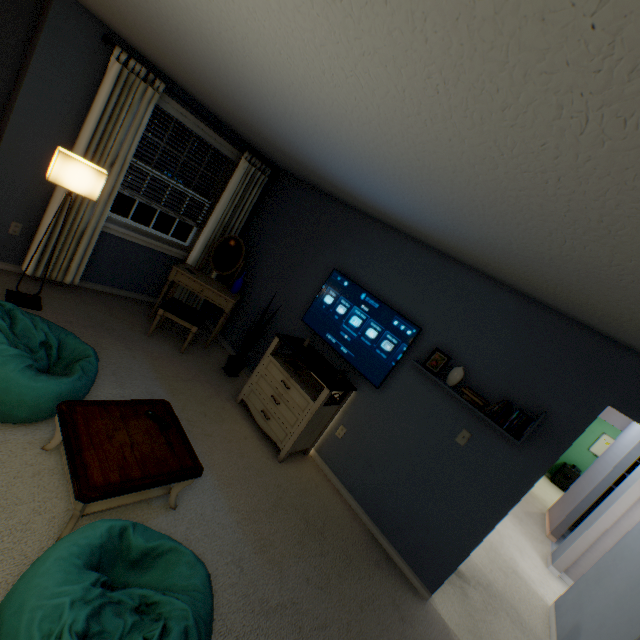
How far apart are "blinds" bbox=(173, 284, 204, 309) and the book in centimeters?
349cm

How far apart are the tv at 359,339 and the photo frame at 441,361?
0.26m

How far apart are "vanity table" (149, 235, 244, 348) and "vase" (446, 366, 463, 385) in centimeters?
262cm

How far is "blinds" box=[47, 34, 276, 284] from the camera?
3.0 meters

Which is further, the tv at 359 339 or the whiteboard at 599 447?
the whiteboard at 599 447

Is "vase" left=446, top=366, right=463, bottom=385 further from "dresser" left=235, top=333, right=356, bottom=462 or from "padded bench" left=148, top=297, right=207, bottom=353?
"padded bench" left=148, top=297, right=207, bottom=353

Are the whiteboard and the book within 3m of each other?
no

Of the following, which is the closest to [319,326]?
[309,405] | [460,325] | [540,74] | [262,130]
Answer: [309,405]
